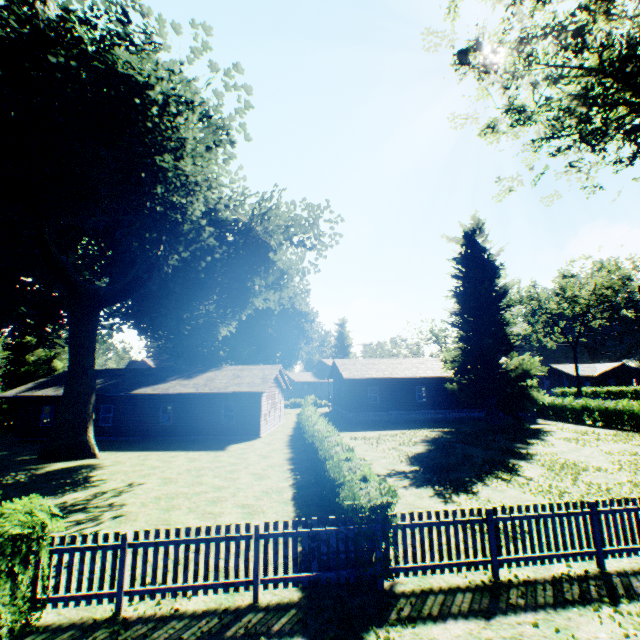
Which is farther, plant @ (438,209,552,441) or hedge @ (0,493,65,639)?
plant @ (438,209,552,441)

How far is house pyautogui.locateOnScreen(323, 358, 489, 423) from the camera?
32.09m

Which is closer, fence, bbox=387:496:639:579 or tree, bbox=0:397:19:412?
→ fence, bbox=387:496:639:579

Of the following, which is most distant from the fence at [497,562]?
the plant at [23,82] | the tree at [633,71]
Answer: the tree at [633,71]

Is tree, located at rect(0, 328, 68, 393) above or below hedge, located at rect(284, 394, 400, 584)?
above

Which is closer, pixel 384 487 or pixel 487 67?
pixel 384 487

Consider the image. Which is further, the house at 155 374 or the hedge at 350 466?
the house at 155 374

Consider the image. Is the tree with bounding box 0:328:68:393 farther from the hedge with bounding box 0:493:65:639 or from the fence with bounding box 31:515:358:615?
the hedge with bounding box 0:493:65:639
